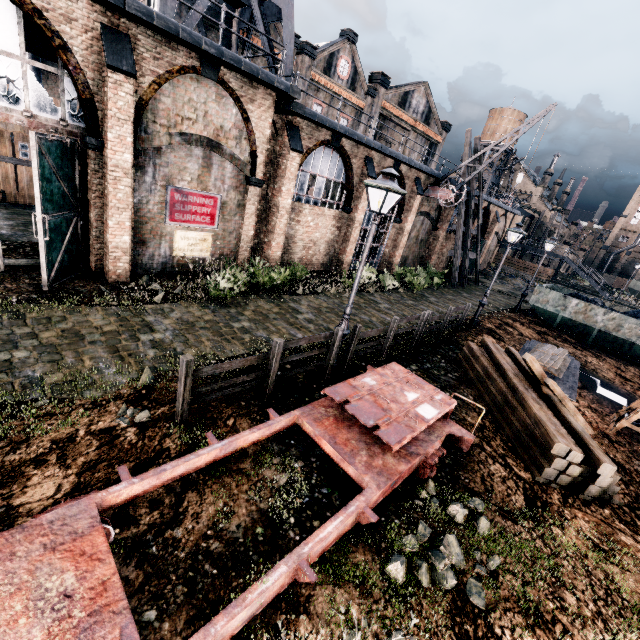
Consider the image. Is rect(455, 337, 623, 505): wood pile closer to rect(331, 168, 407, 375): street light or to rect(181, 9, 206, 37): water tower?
rect(331, 168, 407, 375): street light

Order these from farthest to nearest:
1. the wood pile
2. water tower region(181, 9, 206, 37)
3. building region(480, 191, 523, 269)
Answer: building region(480, 191, 523, 269) < water tower region(181, 9, 206, 37) < the wood pile

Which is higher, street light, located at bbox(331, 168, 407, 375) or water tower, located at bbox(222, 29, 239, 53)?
water tower, located at bbox(222, 29, 239, 53)

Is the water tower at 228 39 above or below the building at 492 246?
above

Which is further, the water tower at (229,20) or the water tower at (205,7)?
the water tower at (229,20)

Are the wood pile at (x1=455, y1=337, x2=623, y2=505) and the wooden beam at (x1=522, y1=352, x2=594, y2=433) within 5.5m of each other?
yes

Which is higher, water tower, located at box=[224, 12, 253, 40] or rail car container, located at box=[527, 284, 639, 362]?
water tower, located at box=[224, 12, 253, 40]

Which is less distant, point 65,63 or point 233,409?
point 233,409
